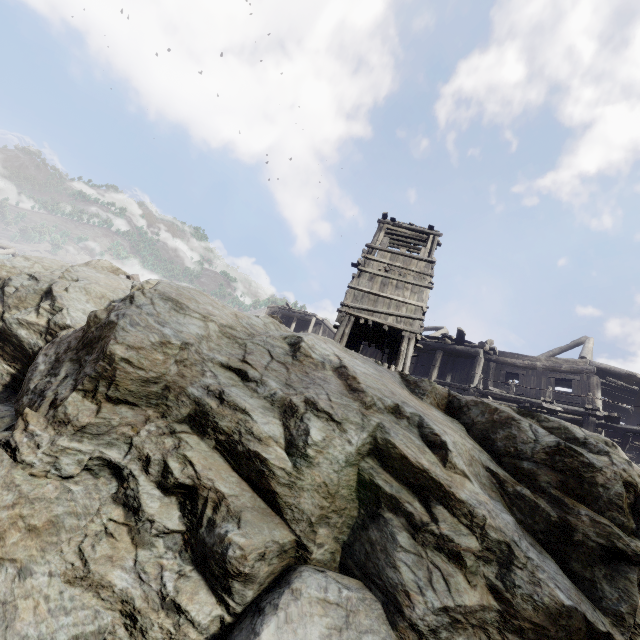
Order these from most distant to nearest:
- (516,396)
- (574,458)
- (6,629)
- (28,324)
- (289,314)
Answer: (289,314) < (516,396) < (28,324) < (574,458) < (6,629)

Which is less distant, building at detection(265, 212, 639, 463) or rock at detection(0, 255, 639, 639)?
rock at detection(0, 255, 639, 639)

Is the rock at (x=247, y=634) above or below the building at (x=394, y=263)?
below

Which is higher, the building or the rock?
the building

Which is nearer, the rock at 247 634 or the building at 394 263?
the rock at 247 634
